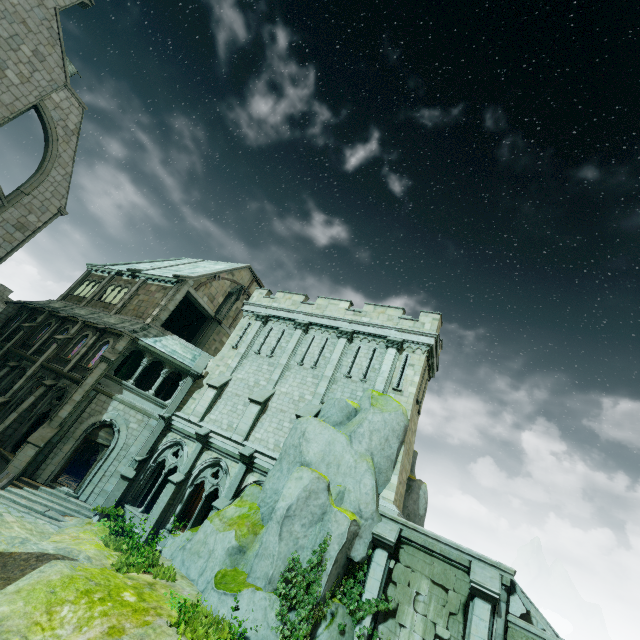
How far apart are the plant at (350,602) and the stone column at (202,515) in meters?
9.3

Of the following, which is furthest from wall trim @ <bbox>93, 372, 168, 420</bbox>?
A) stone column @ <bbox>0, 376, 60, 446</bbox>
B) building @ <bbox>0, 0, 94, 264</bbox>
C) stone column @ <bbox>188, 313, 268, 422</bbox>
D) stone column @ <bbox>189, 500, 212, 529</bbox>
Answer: building @ <bbox>0, 0, 94, 264</bbox>

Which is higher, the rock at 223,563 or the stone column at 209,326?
the stone column at 209,326

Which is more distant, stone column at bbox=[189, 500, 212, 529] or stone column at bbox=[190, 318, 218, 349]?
stone column at bbox=[190, 318, 218, 349]

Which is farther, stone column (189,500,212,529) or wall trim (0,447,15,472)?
stone column (189,500,212,529)

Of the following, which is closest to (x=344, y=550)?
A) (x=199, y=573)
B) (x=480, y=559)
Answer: (x=480, y=559)

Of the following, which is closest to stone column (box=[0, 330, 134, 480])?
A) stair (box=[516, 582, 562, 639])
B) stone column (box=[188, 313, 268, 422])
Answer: stone column (box=[188, 313, 268, 422])

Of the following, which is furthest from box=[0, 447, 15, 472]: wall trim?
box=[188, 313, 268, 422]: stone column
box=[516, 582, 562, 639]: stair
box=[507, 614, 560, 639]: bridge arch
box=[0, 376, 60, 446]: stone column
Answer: box=[516, 582, 562, 639]: stair
